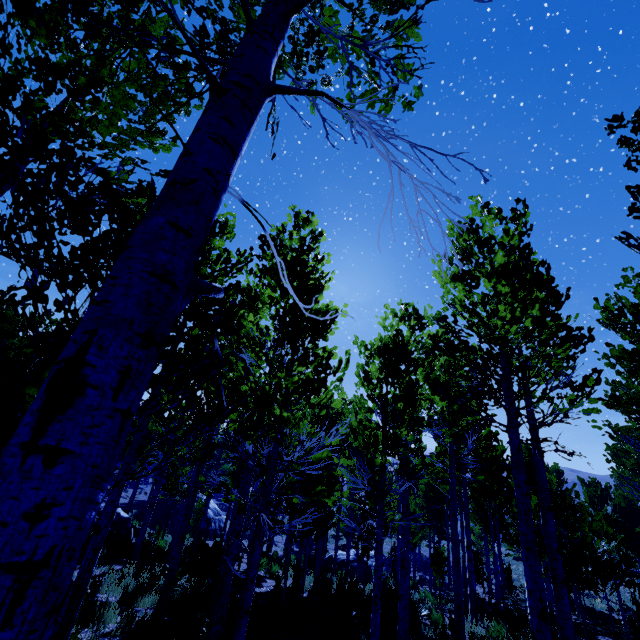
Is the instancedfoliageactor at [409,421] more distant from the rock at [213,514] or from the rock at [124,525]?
the rock at [213,514]

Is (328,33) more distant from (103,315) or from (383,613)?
(383,613)

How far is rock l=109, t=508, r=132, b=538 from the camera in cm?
1574

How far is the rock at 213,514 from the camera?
25.4 meters

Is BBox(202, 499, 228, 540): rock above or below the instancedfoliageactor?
below

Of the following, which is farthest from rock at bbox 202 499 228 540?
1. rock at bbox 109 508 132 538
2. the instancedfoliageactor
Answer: rock at bbox 109 508 132 538

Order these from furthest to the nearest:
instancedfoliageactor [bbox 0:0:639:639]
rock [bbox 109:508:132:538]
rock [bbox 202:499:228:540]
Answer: rock [bbox 202:499:228:540]
rock [bbox 109:508:132:538]
instancedfoliageactor [bbox 0:0:639:639]

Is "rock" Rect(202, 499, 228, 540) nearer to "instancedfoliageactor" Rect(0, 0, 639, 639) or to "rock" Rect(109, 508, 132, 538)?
"instancedfoliageactor" Rect(0, 0, 639, 639)
